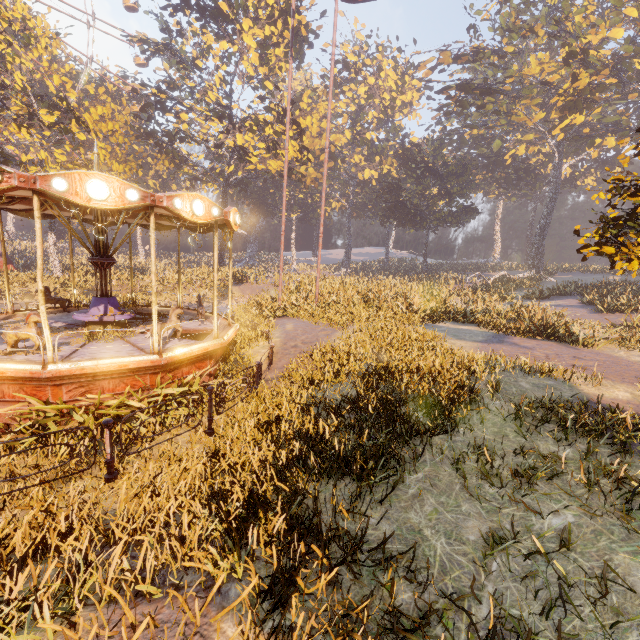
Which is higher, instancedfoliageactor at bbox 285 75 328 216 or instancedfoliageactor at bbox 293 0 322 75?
instancedfoliageactor at bbox 293 0 322 75

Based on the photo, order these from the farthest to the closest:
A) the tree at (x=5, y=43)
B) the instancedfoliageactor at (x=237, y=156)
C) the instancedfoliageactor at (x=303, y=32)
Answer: the instancedfoliageactor at (x=303, y=32), the instancedfoliageactor at (x=237, y=156), the tree at (x=5, y=43)

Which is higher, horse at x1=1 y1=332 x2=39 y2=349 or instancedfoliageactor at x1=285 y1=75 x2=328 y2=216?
instancedfoliageactor at x1=285 y1=75 x2=328 y2=216

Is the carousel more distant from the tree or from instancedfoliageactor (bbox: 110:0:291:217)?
the tree

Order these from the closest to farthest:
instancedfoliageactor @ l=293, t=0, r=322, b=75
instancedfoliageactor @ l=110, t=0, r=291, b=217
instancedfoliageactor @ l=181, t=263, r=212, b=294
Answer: instancedfoliageactor @ l=181, t=263, r=212, b=294
instancedfoliageactor @ l=110, t=0, r=291, b=217
instancedfoliageactor @ l=293, t=0, r=322, b=75

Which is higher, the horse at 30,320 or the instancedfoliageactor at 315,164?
the instancedfoliageactor at 315,164

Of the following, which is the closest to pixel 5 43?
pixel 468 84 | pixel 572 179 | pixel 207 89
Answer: pixel 207 89

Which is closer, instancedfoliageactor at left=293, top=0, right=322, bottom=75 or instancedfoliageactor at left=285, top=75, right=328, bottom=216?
instancedfoliageactor at left=293, top=0, right=322, bottom=75
